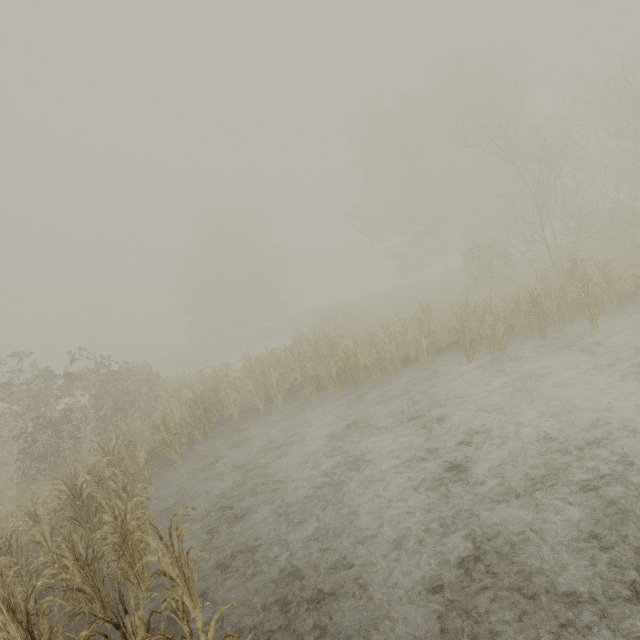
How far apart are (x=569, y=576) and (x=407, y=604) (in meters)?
1.89
